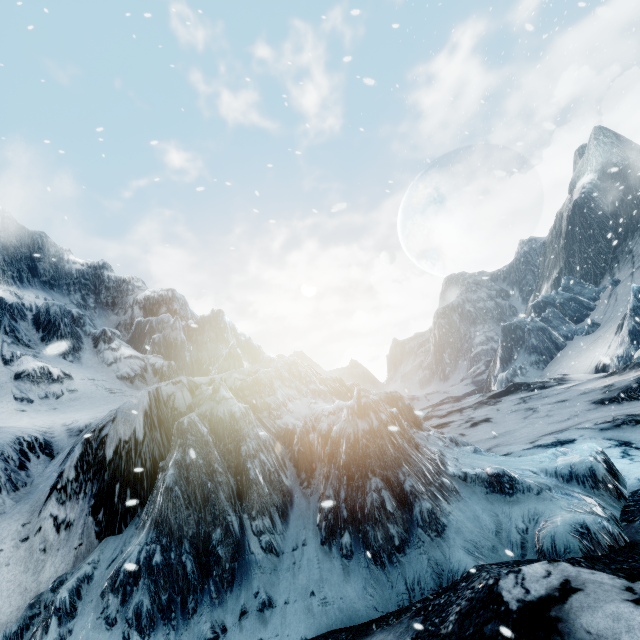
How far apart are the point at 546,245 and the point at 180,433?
65.3m
